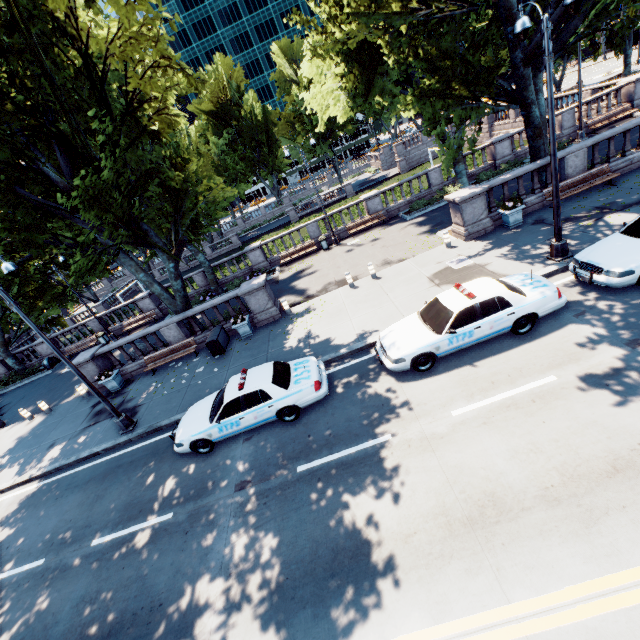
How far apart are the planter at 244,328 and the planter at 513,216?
13.0 meters

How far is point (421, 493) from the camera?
6.54m

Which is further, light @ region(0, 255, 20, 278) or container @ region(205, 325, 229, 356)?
container @ region(205, 325, 229, 356)

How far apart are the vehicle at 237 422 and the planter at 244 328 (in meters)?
4.78

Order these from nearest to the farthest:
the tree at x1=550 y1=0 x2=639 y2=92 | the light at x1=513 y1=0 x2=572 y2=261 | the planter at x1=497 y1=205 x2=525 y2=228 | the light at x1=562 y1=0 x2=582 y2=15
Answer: the light at x1=562 y1=0 x2=582 y2=15
the light at x1=513 y1=0 x2=572 y2=261
the tree at x1=550 y1=0 x2=639 y2=92
the planter at x1=497 y1=205 x2=525 y2=228

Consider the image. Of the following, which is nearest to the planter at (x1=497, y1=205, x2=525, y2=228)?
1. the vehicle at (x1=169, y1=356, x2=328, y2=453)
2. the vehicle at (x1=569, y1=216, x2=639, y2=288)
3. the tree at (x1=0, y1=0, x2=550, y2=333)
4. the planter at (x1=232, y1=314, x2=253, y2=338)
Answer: the tree at (x1=0, y1=0, x2=550, y2=333)

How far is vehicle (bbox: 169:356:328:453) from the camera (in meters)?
9.48

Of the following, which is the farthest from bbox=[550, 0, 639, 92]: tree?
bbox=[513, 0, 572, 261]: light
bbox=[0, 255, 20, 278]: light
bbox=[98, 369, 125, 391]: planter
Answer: bbox=[98, 369, 125, 391]: planter
